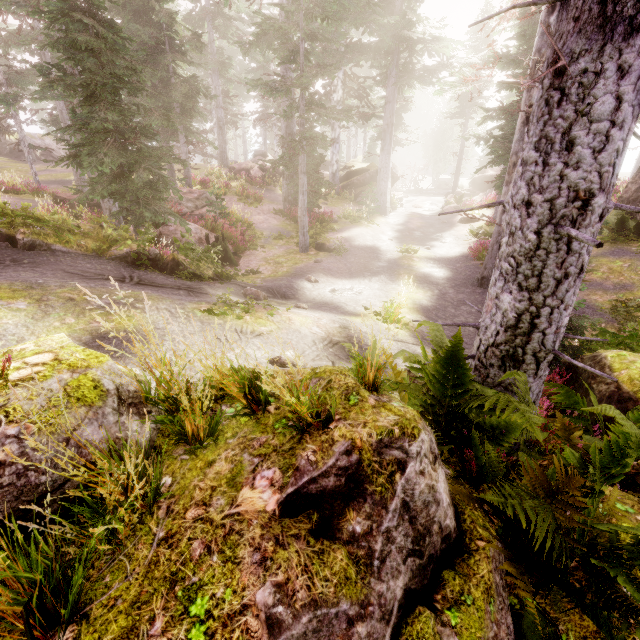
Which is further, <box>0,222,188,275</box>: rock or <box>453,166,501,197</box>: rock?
<box>453,166,501,197</box>: rock

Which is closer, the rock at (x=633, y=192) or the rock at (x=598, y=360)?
the rock at (x=598, y=360)

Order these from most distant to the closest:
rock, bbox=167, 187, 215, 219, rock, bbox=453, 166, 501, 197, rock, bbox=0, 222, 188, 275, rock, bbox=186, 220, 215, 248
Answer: rock, bbox=453, 166, 501, 197
rock, bbox=167, 187, 215, 219
rock, bbox=186, 220, 215, 248
rock, bbox=0, 222, 188, 275

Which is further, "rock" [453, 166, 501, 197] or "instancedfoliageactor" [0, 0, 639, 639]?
"rock" [453, 166, 501, 197]

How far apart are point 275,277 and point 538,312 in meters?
10.1 m

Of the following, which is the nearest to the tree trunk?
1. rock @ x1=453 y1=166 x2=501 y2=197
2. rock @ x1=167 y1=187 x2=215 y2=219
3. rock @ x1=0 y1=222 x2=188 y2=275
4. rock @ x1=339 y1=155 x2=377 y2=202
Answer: rock @ x1=167 y1=187 x2=215 y2=219

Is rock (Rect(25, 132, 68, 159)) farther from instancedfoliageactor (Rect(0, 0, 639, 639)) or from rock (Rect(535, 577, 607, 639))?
rock (Rect(535, 577, 607, 639))

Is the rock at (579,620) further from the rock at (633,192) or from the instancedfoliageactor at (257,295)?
the rock at (633,192)
